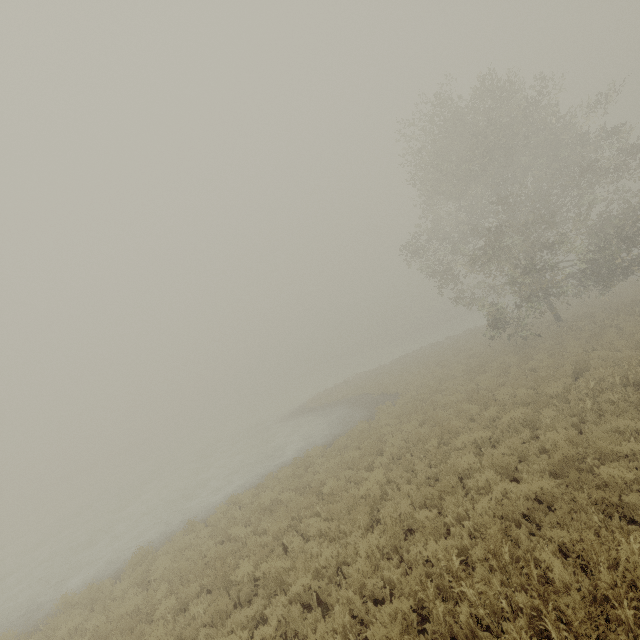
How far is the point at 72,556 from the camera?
16.22m
